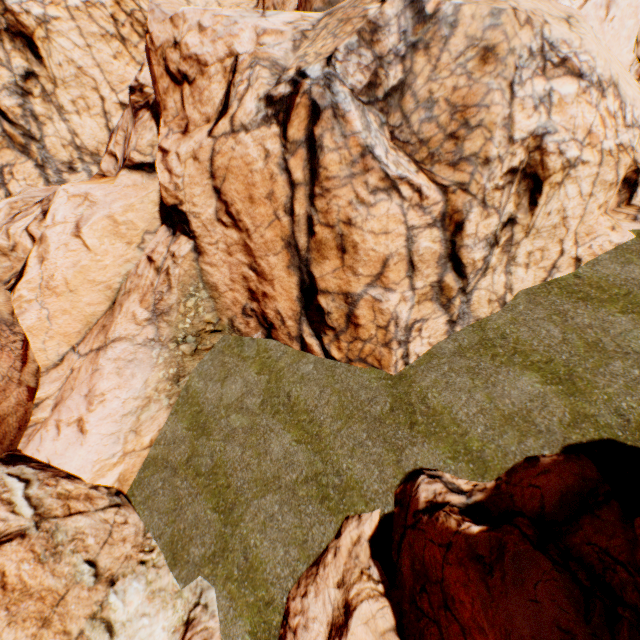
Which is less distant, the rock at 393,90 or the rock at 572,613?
the rock at 572,613

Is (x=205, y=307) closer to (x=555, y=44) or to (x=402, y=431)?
(x=402, y=431)

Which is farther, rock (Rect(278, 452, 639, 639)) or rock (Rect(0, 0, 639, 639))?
rock (Rect(0, 0, 639, 639))
